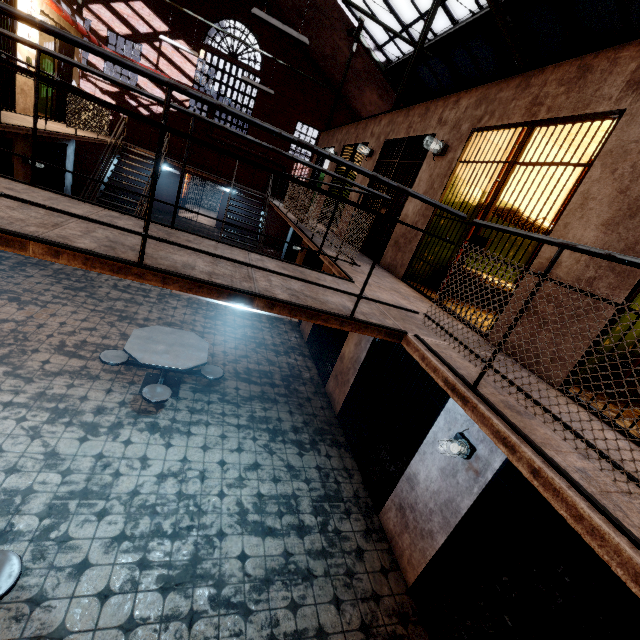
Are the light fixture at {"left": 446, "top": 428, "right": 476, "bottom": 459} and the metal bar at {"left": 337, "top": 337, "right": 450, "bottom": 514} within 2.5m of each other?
yes

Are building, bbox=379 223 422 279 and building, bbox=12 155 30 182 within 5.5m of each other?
no

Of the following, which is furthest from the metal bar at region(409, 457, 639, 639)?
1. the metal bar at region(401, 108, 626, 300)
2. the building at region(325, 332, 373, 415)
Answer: the metal bar at region(401, 108, 626, 300)

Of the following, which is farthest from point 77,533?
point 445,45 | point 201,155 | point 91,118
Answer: point 201,155

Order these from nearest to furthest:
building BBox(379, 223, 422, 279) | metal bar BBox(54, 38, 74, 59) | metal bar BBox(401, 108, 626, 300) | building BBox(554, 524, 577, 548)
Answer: metal bar BBox(401, 108, 626, 300) → building BBox(554, 524, 577, 548) → building BBox(379, 223, 422, 279) → metal bar BBox(54, 38, 74, 59)

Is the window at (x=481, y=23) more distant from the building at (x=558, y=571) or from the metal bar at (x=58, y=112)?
the building at (x=558, y=571)

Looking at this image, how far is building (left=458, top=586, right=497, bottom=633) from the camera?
3.72m

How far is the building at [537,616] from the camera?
4.0 meters
